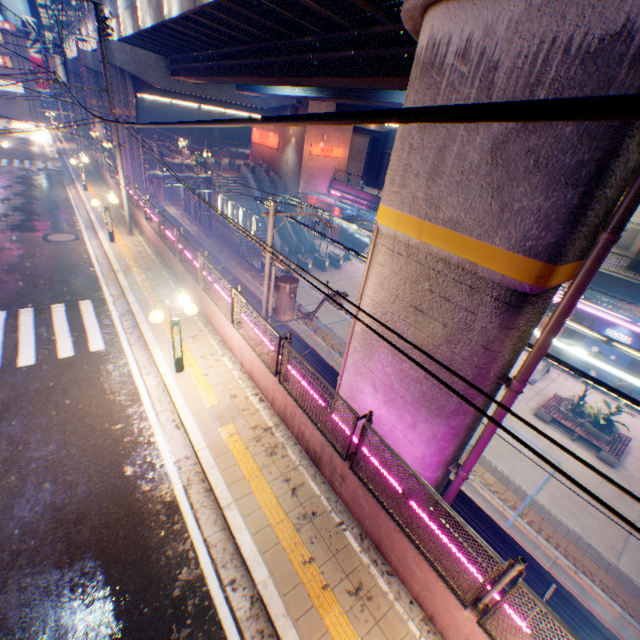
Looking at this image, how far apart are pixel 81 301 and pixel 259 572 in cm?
1063

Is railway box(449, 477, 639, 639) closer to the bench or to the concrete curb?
the bench

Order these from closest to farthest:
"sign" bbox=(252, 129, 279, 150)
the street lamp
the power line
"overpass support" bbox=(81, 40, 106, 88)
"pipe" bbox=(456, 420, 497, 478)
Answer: the power line, "pipe" bbox=(456, 420, 497, 478), the street lamp, "overpass support" bbox=(81, 40, 106, 88), "sign" bbox=(252, 129, 279, 150)

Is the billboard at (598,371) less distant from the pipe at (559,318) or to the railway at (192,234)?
the railway at (192,234)

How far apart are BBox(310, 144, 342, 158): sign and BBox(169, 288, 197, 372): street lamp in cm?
3241

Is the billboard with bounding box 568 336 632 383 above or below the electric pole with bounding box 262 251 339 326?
below

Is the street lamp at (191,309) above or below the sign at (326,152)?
below

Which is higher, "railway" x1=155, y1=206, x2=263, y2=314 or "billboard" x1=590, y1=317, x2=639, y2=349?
"billboard" x1=590, y1=317, x2=639, y2=349
